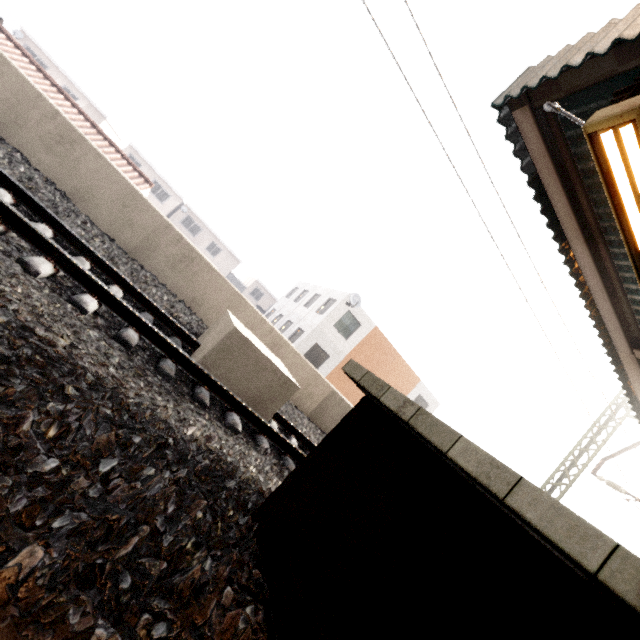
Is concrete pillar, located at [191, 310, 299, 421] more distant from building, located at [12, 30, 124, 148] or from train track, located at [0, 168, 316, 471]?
building, located at [12, 30, 124, 148]

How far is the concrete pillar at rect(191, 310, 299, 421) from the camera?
4.3m

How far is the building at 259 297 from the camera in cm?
3681

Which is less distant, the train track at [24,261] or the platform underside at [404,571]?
the platform underside at [404,571]

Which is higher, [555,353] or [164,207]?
[555,353]

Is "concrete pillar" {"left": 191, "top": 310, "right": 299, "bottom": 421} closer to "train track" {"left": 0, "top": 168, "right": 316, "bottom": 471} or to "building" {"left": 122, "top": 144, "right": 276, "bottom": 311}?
"train track" {"left": 0, "top": 168, "right": 316, "bottom": 471}

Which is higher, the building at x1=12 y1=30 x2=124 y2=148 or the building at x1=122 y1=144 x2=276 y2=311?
the building at x1=12 y1=30 x2=124 y2=148

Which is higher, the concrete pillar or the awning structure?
the awning structure
